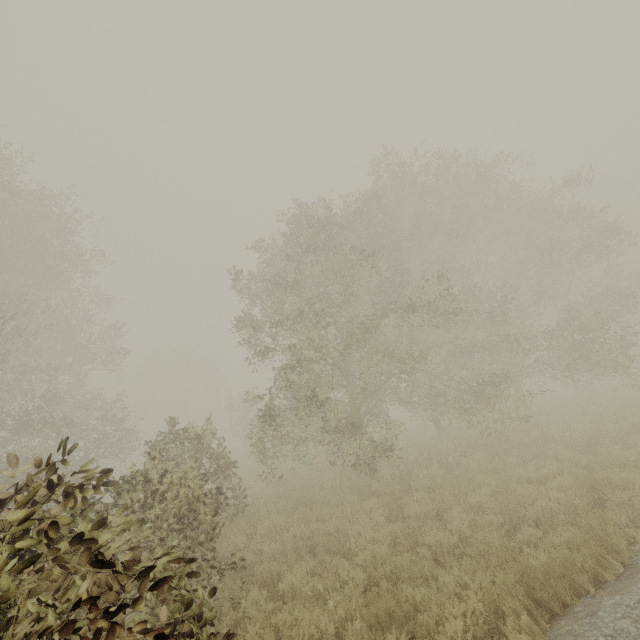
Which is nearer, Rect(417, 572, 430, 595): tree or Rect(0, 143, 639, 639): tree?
Rect(0, 143, 639, 639): tree

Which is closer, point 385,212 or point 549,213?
point 385,212

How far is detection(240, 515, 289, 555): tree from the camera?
7.41m

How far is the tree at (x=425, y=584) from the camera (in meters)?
5.01

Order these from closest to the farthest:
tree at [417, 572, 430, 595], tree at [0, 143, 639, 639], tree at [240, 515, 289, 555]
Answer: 1. tree at [0, 143, 639, 639]
2. tree at [417, 572, 430, 595]
3. tree at [240, 515, 289, 555]

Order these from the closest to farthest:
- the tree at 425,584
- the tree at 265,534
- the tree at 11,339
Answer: the tree at 11,339
the tree at 425,584
the tree at 265,534
